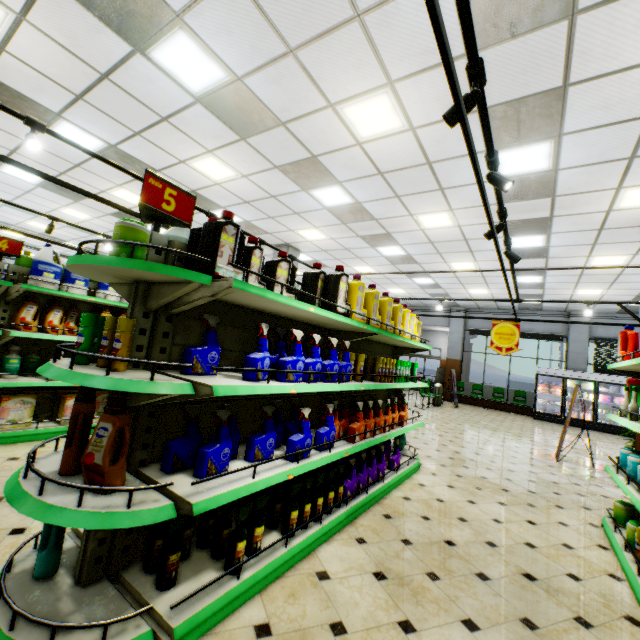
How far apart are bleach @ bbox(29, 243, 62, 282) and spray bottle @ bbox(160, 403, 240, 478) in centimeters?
353cm

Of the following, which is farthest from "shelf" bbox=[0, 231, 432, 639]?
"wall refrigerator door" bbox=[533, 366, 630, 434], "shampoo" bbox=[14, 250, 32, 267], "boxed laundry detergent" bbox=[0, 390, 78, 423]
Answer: "wall refrigerator door" bbox=[533, 366, 630, 434]

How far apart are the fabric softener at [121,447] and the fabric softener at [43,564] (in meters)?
0.41

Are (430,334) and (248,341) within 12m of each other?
no

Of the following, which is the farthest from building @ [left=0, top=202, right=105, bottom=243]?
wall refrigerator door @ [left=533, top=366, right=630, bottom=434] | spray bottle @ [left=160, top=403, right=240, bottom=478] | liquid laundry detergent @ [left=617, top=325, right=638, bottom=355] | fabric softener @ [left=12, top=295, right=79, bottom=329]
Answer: liquid laundry detergent @ [left=617, top=325, right=638, bottom=355]

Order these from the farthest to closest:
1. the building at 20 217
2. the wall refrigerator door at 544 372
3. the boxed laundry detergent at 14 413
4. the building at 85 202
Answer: the wall refrigerator door at 544 372, the building at 20 217, the building at 85 202, the boxed laundry detergent at 14 413

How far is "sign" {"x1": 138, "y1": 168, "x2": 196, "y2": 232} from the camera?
1.9 meters

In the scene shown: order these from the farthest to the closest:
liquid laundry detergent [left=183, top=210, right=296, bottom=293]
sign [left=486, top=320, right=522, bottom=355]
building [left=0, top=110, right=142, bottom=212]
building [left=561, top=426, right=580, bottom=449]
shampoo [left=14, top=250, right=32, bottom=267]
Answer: building [left=561, top=426, right=580, bottom=449]
sign [left=486, top=320, right=522, bottom=355]
building [left=0, top=110, right=142, bottom=212]
shampoo [left=14, top=250, right=32, bottom=267]
liquid laundry detergent [left=183, top=210, right=296, bottom=293]
